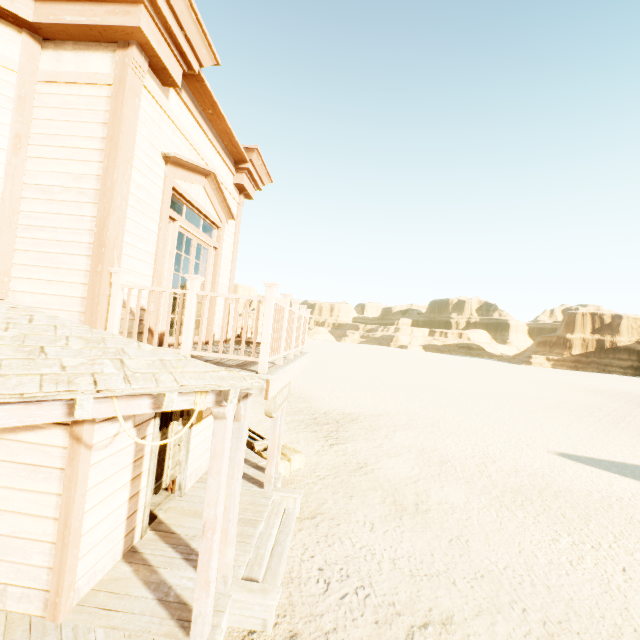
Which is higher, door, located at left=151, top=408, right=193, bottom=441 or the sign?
the sign

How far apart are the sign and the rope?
1.4 meters

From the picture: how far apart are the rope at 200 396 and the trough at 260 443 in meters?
6.5

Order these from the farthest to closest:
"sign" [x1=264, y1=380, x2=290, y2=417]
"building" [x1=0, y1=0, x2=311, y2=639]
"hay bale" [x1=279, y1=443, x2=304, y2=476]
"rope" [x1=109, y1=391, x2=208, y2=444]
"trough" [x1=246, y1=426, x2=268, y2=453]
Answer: "trough" [x1=246, y1=426, x2=268, y2=453] → "hay bale" [x1=279, y1=443, x2=304, y2=476] → "sign" [x1=264, y1=380, x2=290, y2=417] → "building" [x1=0, y1=0, x2=311, y2=639] → "rope" [x1=109, y1=391, x2=208, y2=444]

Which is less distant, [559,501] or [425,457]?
[559,501]

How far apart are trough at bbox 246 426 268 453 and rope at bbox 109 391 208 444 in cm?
653

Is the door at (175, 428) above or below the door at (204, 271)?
below

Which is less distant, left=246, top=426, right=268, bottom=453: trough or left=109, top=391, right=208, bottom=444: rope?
left=109, top=391, right=208, bottom=444: rope
